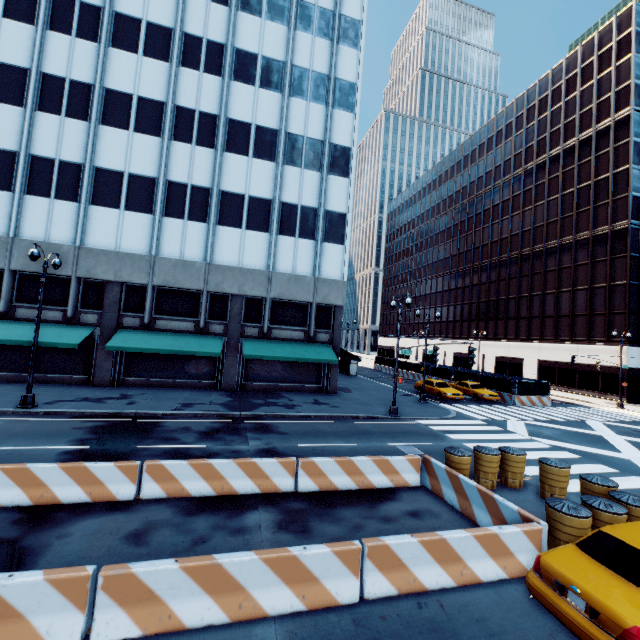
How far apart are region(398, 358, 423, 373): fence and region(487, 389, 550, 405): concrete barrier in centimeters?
1cm

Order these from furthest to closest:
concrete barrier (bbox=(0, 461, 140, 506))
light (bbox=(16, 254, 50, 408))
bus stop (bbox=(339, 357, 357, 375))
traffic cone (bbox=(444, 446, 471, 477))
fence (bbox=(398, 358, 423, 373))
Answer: fence (bbox=(398, 358, 423, 373)) < bus stop (bbox=(339, 357, 357, 375)) < light (bbox=(16, 254, 50, 408)) < traffic cone (bbox=(444, 446, 471, 477)) < concrete barrier (bbox=(0, 461, 140, 506))

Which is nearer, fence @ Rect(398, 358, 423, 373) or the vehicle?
the vehicle

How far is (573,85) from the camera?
42.41m

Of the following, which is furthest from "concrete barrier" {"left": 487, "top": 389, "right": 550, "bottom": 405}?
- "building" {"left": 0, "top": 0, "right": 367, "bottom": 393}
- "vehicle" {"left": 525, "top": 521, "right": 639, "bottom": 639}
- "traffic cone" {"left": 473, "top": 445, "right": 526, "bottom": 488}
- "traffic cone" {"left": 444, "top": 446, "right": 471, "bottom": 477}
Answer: "vehicle" {"left": 525, "top": 521, "right": 639, "bottom": 639}

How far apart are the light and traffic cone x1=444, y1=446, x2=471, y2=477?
17.9 meters

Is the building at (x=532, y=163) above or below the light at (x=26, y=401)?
above

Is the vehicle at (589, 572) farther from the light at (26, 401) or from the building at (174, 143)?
the light at (26, 401)
